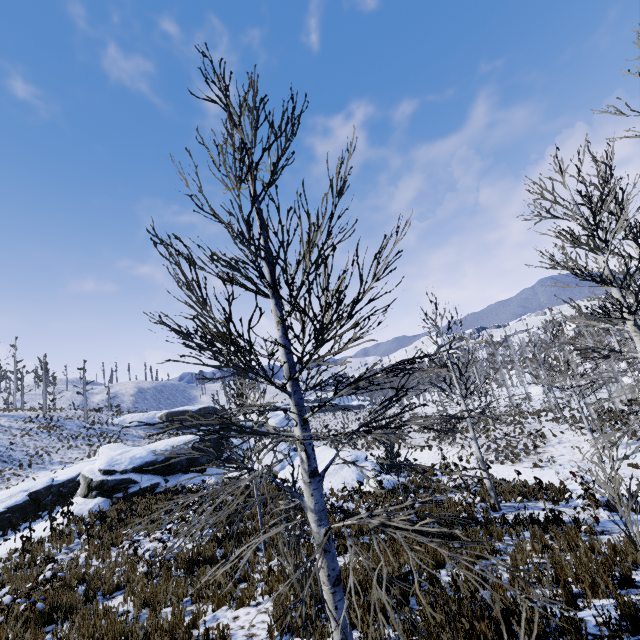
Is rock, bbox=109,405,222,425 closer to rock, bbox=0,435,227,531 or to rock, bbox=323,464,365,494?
rock, bbox=323,464,365,494

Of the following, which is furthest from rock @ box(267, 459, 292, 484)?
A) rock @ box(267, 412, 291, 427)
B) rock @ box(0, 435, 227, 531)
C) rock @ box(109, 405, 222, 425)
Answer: rock @ box(267, 412, 291, 427)

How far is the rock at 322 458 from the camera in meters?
19.8

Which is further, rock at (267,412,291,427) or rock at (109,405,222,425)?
rock at (267,412,291,427)

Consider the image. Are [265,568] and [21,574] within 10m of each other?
yes

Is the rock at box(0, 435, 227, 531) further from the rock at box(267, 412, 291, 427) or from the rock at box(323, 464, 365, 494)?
the rock at box(267, 412, 291, 427)

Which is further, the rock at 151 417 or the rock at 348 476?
the rock at 151 417

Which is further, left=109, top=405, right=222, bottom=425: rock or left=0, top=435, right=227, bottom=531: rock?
left=109, top=405, right=222, bottom=425: rock
